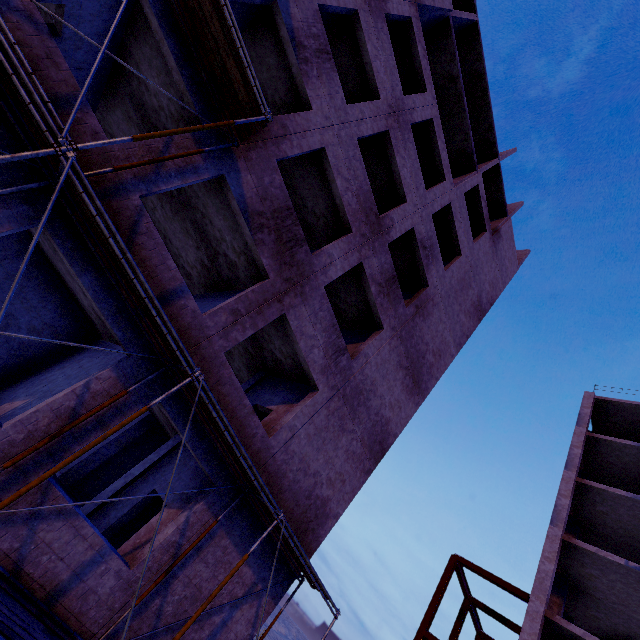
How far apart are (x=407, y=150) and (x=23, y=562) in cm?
1676

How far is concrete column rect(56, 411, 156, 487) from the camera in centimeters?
1238cm

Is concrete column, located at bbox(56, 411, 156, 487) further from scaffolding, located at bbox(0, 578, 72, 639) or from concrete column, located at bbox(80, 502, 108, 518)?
scaffolding, located at bbox(0, 578, 72, 639)

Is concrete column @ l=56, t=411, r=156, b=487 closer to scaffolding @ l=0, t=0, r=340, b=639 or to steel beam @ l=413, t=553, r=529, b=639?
scaffolding @ l=0, t=0, r=340, b=639

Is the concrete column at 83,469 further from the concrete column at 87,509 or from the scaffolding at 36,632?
the scaffolding at 36,632

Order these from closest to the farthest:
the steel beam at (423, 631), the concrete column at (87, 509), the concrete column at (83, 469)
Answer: the concrete column at (87, 509) < the concrete column at (83, 469) < the steel beam at (423, 631)

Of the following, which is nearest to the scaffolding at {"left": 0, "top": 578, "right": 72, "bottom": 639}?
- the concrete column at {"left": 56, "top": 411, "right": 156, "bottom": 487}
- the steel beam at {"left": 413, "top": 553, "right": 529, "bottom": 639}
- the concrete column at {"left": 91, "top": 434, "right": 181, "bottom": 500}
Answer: the concrete column at {"left": 91, "top": 434, "right": 181, "bottom": 500}

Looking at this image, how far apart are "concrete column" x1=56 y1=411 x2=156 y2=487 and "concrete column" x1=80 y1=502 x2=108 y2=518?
3.4 meters
